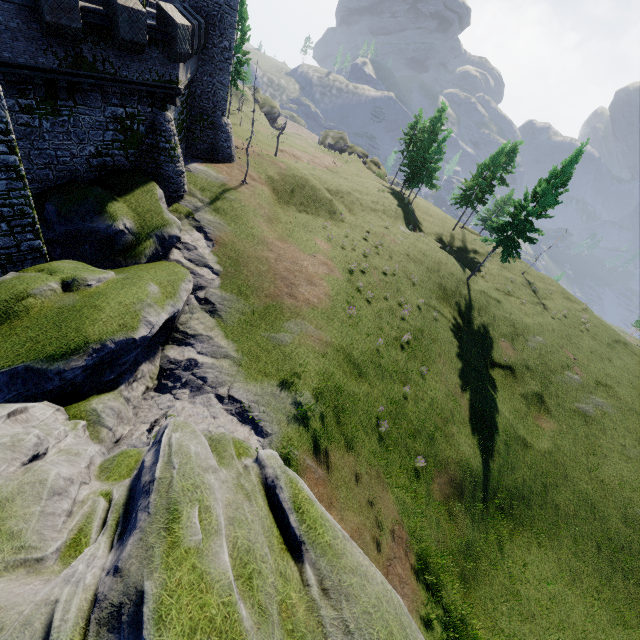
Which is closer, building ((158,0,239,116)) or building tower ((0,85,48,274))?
building tower ((0,85,48,274))

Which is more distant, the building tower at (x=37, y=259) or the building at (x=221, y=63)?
the building at (x=221, y=63)

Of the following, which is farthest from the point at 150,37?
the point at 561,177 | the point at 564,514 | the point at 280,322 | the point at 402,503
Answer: the point at 564,514
